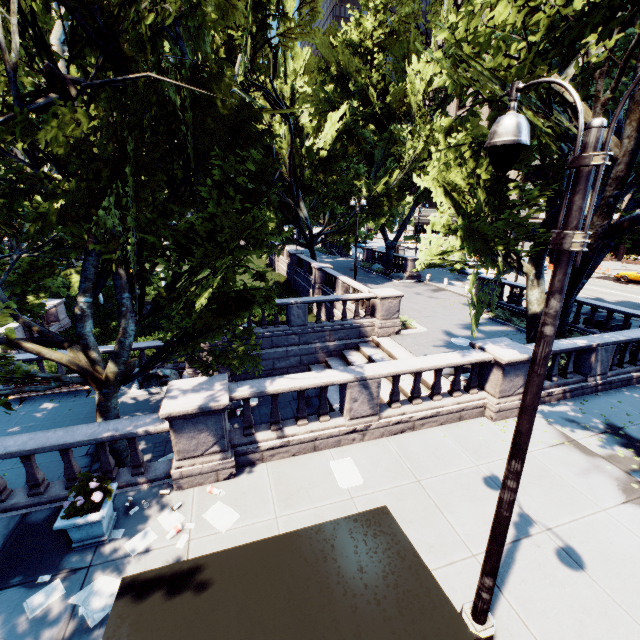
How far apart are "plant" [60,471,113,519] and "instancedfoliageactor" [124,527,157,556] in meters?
1.1 m

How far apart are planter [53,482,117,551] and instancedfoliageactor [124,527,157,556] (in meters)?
0.32

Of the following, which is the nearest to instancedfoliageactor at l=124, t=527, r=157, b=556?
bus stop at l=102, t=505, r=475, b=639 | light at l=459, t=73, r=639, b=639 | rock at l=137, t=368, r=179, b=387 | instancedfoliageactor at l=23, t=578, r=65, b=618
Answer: instancedfoliageactor at l=23, t=578, r=65, b=618

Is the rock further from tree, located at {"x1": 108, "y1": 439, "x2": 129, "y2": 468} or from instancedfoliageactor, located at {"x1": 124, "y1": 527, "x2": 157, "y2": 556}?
instancedfoliageactor, located at {"x1": 124, "y1": 527, "x2": 157, "y2": 556}

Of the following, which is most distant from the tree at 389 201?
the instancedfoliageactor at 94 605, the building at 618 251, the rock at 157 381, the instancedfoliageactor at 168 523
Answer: the building at 618 251

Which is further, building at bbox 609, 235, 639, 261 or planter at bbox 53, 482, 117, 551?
building at bbox 609, 235, 639, 261

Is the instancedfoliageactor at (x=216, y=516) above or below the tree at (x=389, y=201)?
below

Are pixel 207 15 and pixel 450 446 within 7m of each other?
no
